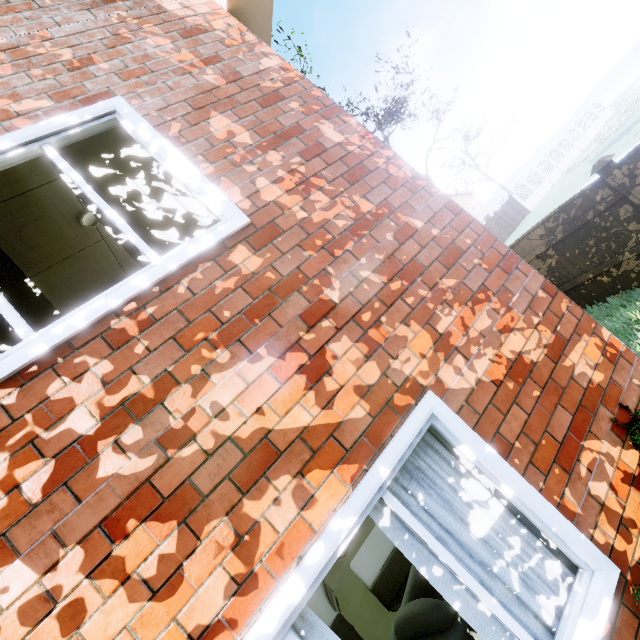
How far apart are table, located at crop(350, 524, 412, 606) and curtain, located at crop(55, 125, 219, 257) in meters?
4.5

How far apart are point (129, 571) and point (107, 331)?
1.12m

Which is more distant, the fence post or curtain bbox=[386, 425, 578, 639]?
the fence post

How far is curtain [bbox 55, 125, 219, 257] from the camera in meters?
2.2

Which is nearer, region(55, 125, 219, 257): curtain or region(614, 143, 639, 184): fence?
region(55, 125, 219, 257): curtain

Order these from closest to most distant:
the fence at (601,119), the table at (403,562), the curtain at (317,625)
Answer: the curtain at (317,625), the table at (403,562), the fence at (601,119)

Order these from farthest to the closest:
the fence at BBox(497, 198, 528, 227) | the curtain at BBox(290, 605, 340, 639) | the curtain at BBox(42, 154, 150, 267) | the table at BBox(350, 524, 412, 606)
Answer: the fence at BBox(497, 198, 528, 227) < the table at BBox(350, 524, 412, 606) < the curtain at BBox(42, 154, 150, 267) < the curtain at BBox(290, 605, 340, 639)

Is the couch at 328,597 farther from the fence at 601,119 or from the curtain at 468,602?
the fence at 601,119
